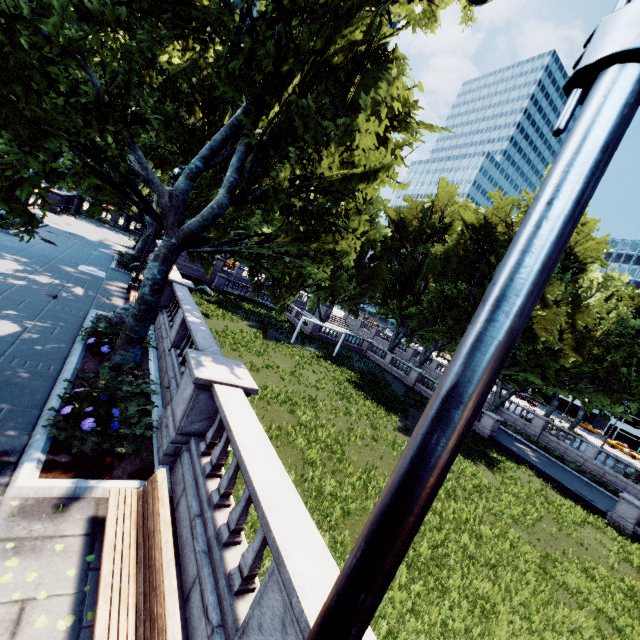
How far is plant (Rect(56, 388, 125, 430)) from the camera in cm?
645

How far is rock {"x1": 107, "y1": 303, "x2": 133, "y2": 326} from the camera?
12.0m

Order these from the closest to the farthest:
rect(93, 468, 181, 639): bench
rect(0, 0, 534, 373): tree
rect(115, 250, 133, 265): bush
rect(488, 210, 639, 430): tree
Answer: rect(93, 468, 181, 639): bench
rect(0, 0, 534, 373): tree
rect(115, 250, 133, 265): bush
rect(488, 210, 639, 430): tree

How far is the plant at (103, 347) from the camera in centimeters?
969cm

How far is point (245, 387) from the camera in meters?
7.0 m

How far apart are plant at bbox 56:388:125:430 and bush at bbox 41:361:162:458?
0.0 meters

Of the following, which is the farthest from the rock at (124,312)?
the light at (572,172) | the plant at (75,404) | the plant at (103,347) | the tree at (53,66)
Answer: the light at (572,172)

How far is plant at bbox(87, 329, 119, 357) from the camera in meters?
9.7 m
